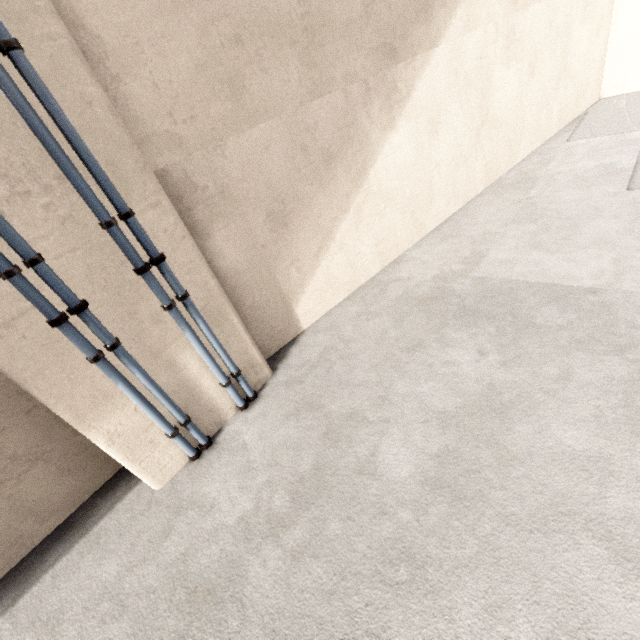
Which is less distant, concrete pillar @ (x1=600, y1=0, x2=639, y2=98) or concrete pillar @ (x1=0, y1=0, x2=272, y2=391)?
concrete pillar @ (x1=0, y1=0, x2=272, y2=391)

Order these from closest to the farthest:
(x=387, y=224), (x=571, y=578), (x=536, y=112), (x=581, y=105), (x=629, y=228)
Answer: (x=571, y=578)
(x=629, y=228)
(x=387, y=224)
(x=536, y=112)
(x=581, y=105)

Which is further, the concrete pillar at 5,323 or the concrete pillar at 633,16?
the concrete pillar at 633,16
